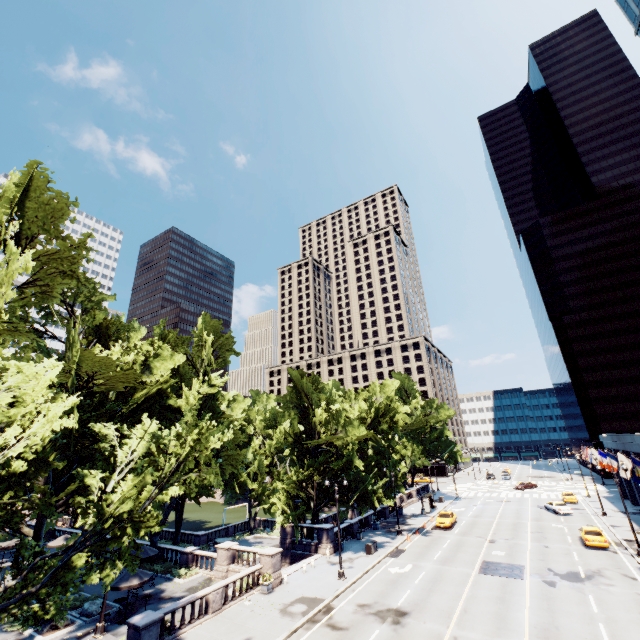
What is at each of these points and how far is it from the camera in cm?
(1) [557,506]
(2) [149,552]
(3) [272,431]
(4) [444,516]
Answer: (1) vehicle, 4469
(2) umbrella, 2759
(3) tree, 5547
(4) vehicle, 4191

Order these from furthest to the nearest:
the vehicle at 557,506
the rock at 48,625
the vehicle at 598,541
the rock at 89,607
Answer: the vehicle at 557,506 < the vehicle at 598,541 < the rock at 89,607 < the rock at 48,625

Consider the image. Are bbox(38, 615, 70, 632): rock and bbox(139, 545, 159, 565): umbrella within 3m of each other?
no

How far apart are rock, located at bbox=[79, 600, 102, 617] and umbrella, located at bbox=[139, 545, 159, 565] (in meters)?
2.93

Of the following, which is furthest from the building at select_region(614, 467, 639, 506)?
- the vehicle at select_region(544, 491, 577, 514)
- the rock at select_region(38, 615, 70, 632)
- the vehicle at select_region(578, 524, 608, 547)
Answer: the rock at select_region(38, 615, 70, 632)

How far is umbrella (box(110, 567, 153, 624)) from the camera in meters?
21.2

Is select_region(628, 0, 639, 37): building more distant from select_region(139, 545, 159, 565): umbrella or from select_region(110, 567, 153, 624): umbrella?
select_region(139, 545, 159, 565): umbrella

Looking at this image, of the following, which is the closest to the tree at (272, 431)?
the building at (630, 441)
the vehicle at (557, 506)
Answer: the vehicle at (557, 506)
